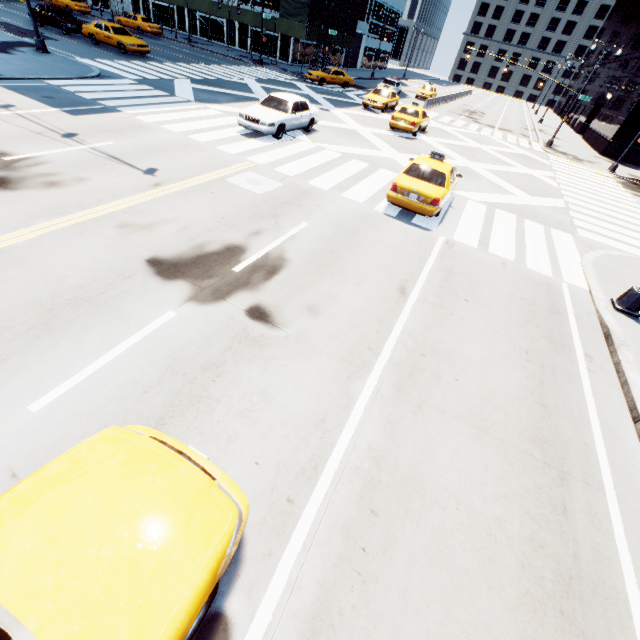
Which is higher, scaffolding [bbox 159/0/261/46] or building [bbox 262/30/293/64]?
scaffolding [bbox 159/0/261/46]

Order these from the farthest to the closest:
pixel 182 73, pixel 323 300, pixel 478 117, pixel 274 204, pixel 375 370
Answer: pixel 478 117 → pixel 182 73 → pixel 274 204 → pixel 323 300 → pixel 375 370

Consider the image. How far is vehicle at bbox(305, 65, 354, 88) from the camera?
31.2 meters

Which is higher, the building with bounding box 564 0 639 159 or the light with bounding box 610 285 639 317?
the building with bounding box 564 0 639 159

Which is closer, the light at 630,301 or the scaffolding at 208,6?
the light at 630,301

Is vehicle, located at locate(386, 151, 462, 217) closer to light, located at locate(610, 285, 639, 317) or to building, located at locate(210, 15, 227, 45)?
light, located at locate(610, 285, 639, 317)

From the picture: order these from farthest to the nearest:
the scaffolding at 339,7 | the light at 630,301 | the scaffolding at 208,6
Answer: the scaffolding at 339,7, the scaffolding at 208,6, the light at 630,301

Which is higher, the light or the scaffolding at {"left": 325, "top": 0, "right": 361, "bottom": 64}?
the scaffolding at {"left": 325, "top": 0, "right": 361, "bottom": 64}
